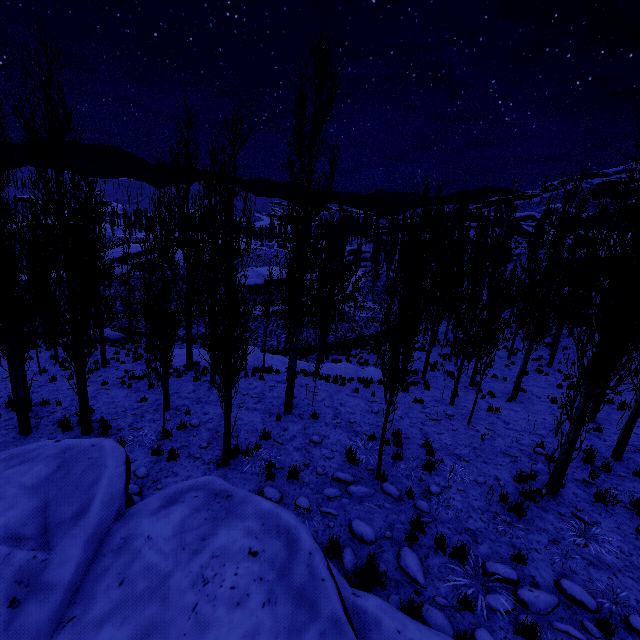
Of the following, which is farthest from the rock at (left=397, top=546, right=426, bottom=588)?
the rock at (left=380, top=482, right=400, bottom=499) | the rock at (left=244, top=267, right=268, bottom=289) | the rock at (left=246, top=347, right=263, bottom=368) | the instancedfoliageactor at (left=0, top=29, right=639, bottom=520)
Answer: the rock at (left=244, top=267, right=268, bottom=289)

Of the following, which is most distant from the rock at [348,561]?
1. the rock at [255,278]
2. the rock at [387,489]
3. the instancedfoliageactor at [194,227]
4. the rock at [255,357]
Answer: the rock at [255,278]

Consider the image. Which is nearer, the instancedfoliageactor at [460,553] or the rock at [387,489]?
the instancedfoliageactor at [460,553]

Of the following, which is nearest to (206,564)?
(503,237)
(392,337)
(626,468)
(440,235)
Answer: (392,337)

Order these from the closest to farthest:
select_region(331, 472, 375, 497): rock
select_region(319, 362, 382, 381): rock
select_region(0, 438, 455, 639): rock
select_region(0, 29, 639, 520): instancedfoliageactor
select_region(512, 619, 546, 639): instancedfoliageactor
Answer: select_region(0, 438, 455, 639): rock < select_region(512, 619, 546, 639): instancedfoliageactor < select_region(0, 29, 639, 520): instancedfoliageactor < select_region(331, 472, 375, 497): rock < select_region(319, 362, 382, 381): rock

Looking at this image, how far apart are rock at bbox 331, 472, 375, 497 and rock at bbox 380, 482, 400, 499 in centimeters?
18cm

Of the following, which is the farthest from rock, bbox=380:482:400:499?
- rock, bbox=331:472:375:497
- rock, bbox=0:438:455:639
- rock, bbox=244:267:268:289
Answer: rock, bbox=244:267:268:289
